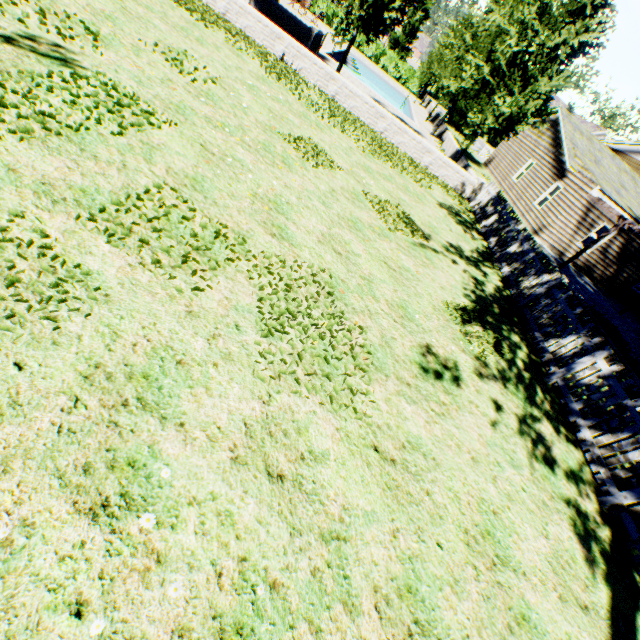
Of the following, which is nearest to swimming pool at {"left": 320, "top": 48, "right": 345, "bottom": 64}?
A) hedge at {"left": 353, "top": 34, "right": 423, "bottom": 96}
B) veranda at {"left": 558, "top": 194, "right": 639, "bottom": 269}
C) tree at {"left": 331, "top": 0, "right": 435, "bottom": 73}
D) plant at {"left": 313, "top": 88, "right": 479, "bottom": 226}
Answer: tree at {"left": 331, "top": 0, "right": 435, "bottom": 73}

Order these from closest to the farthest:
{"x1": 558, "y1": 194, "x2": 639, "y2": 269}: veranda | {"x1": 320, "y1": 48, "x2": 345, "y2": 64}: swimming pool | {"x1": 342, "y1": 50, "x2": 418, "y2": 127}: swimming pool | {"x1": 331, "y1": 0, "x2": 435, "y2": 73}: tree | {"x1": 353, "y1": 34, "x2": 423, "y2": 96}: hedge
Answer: {"x1": 331, "y1": 0, "x2": 435, "y2": 73}: tree → {"x1": 558, "y1": 194, "x2": 639, "y2": 269}: veranda → {"x1": 320, "y1": 48, "x2": 345, "y2": 64}: swimming pool → {"x1": 342, "y1": 50, "x2": 418, "y2": 127}: swimming pool → {"x1": 353, "y1": 34, "x2": 423, "y2": 96}: hedge

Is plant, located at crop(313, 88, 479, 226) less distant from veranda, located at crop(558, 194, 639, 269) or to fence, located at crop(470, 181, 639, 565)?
fence, located at crop(470, 181, 639, 565)

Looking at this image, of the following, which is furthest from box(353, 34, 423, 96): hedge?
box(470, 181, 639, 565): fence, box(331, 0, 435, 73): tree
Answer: box(470, 181, 639, 565): fence

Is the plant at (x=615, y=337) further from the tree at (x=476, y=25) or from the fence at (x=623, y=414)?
the tree at (x=476, y=25)

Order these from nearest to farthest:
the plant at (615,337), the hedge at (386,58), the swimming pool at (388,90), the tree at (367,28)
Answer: the plant at (615,337)
the tree at (367,28)
the swimming pool at (388,90)
the hedge at (386,58)

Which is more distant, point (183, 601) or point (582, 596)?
point (582, 596)
